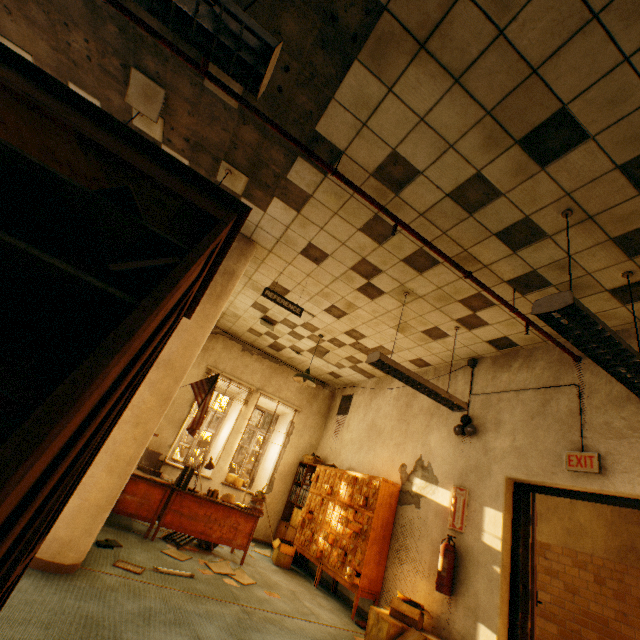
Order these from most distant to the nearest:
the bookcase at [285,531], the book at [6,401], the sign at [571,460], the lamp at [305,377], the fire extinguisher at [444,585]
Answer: the bookcase at [285,531]
the lamp at [305,377]
the fire extinguisher at [444,585]
the sign at [571,460]
the book at [6,401]

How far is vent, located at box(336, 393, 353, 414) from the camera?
8.03m

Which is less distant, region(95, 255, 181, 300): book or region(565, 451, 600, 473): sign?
region(95, 255, 181, 300): book

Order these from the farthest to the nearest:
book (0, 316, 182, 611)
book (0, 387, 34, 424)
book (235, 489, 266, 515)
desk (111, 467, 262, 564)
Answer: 1. book (235, 489, 266, 515)
2. desk (111, 467, 262, 564)
3. book (0, 316, 182, 611)
4. book (0, 387, 34, 424)

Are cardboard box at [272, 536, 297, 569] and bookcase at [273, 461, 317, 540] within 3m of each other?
yes

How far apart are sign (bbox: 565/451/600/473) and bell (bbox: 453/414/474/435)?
1.2 meters

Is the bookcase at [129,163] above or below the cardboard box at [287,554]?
above

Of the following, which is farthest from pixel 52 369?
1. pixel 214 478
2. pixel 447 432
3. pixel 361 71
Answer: pixel 214 478
